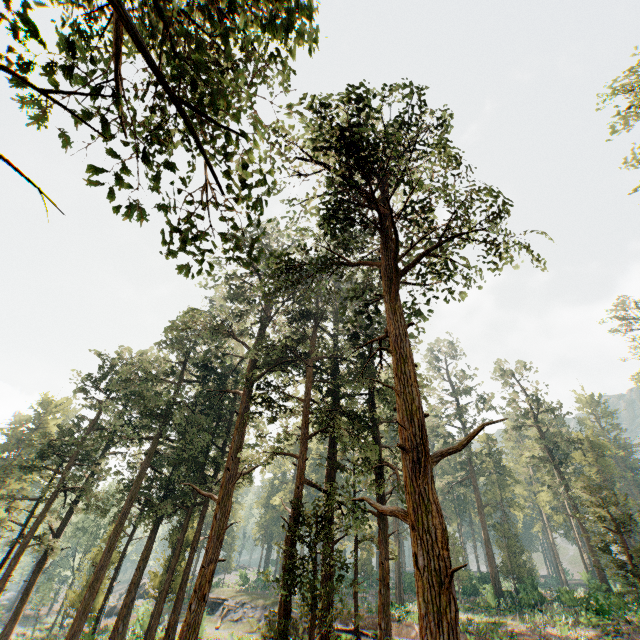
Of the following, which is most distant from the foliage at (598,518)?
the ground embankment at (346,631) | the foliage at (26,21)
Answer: the ground embankment at (346,631)

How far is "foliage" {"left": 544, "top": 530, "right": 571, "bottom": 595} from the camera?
39.8 meters

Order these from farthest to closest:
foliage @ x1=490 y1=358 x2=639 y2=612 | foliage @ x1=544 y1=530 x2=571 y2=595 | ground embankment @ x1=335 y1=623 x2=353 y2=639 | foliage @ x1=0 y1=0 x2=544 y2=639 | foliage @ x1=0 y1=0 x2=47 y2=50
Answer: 1. foliage @ x1=544 y1=530 x2=571 y2=595
2. foliage @ x1=490 y1=358 x2=639 y2=612
3. ground embankment @ x1=335 y1=623 x2=353 y2=639
4. foliage @ x1=0 y1=0 x2=544 y2=639
5. foliage @ x1=0 y1=0 x2=47 y2=50

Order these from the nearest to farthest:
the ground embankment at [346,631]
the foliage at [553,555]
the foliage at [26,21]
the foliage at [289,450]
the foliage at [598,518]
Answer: the foliage at [26,21] < the foliage at [289,450] < the ground embankment at [346,631] < the foliage at [598,518] < the foliage at [553,555]

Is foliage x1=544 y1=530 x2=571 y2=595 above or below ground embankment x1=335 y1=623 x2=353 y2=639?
above

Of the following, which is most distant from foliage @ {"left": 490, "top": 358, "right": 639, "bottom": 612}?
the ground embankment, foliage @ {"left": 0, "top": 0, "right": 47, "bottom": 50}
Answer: the ground embankment

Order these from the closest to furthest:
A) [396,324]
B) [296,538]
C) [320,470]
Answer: [396,324] < [296,538] < [320,470]
